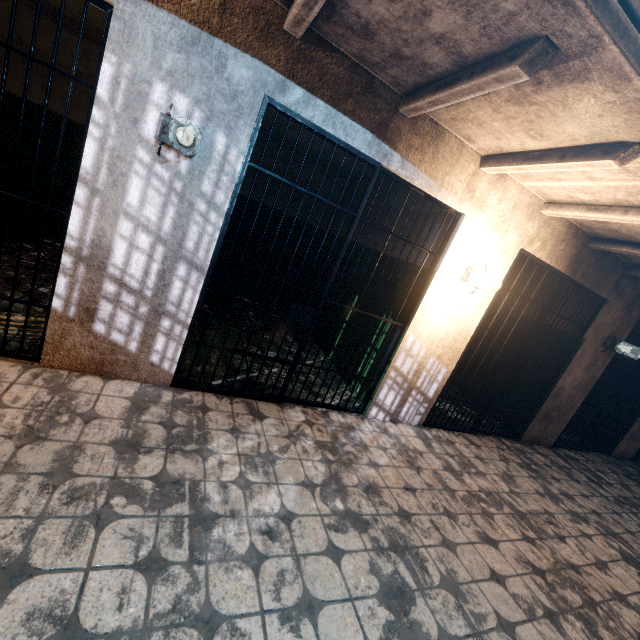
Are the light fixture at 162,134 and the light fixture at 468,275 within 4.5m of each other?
yes

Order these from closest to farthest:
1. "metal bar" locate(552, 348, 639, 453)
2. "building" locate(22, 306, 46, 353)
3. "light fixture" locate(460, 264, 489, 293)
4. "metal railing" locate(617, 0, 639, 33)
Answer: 1. "metal railing" locate(617, 0, 639, 33)
2. "building" locate(22, 306, 46, 353)
3. "light fixture" locate(460, 264, 489, 293)
4. "metal bar" locate(552, 348, 639, 453)

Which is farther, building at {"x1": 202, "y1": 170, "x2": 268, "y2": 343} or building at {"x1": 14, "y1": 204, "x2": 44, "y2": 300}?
building at {"x1": 202, "y1": 170, "x2": 268, "y2": 343}

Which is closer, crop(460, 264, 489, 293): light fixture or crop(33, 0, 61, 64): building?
crop(460, 264, 489, 293): light fixture

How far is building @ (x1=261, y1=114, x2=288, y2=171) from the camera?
4.6 meters

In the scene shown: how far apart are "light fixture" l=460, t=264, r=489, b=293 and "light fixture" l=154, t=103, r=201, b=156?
2.69m

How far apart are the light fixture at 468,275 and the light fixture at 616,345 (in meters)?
2.89

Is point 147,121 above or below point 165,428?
above
